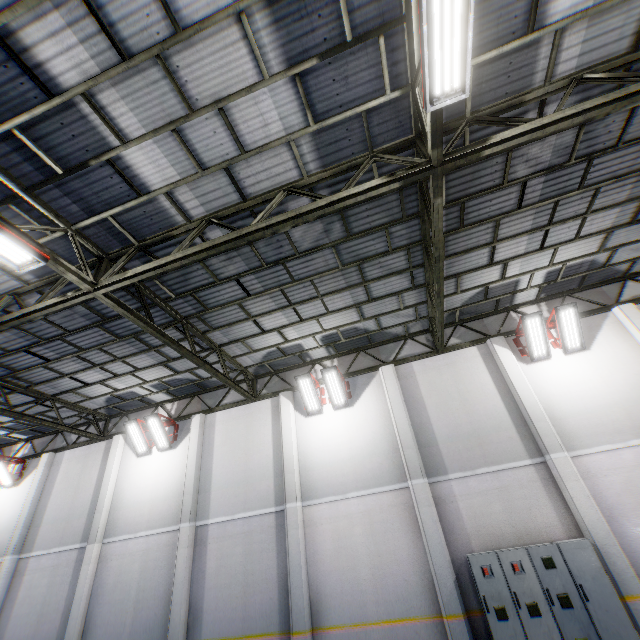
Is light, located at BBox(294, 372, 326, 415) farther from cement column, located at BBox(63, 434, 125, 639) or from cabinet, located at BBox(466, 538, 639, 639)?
cement column, located at BBox(63, 434, 125, 639)

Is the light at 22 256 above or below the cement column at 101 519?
above

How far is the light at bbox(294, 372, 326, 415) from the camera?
11.7m

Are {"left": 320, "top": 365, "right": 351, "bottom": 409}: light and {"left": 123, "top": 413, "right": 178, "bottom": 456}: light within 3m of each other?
no

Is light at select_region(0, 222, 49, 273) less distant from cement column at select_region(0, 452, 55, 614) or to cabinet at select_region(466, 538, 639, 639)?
cabinet at select_region(466, 538, 639, 639)

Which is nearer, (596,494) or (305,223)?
(305,223)

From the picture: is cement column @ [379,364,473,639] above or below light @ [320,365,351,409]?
below

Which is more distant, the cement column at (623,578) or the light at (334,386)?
the light at (334,386)
